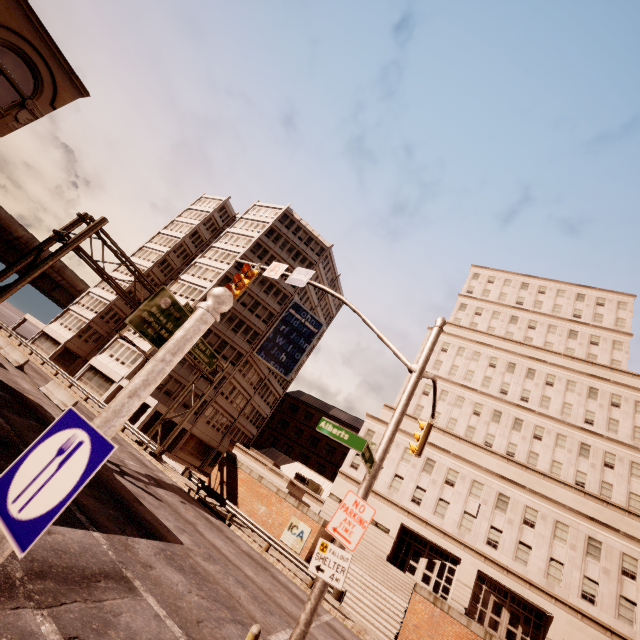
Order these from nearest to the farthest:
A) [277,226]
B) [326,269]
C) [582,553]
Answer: [582,553], [277,226], [326,269]

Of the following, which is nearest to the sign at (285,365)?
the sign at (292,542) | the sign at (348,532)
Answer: the sign at (292,542)

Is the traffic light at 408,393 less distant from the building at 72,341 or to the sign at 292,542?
the sign at 292,542

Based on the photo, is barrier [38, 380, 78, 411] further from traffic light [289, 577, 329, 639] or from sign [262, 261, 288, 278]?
sign [262, 261, 288, 278]

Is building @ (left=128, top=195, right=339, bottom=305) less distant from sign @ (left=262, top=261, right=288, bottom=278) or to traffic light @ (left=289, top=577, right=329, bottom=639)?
traffic light @ (left=289, top=577, right=329, bottom=639)

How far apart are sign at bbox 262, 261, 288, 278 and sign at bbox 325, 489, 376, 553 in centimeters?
735cm

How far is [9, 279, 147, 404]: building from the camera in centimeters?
3800cm

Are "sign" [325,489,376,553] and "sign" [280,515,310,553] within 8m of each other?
no
